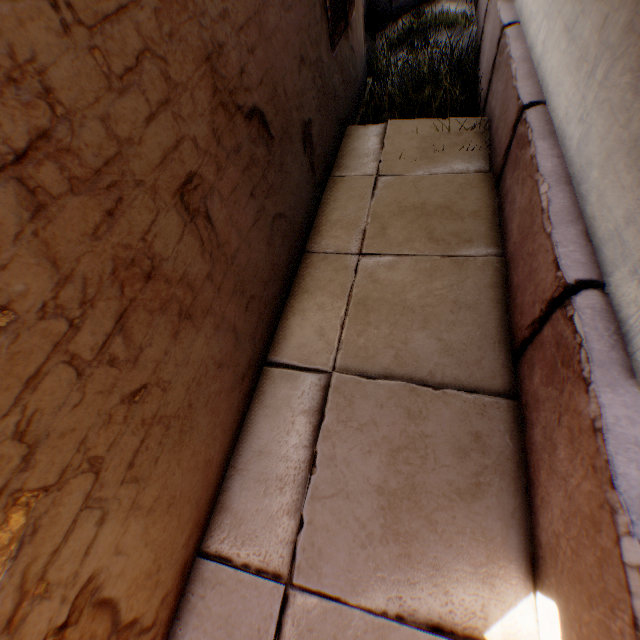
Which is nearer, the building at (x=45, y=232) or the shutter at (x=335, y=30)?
the building at (x=45, y=232)

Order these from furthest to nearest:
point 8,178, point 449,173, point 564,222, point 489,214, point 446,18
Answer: point 446,18 < point 449,173 < point 489,214 < point 564,222 < point 8,178

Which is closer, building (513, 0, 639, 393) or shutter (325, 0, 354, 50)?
building (513, 0, 639, 393)
